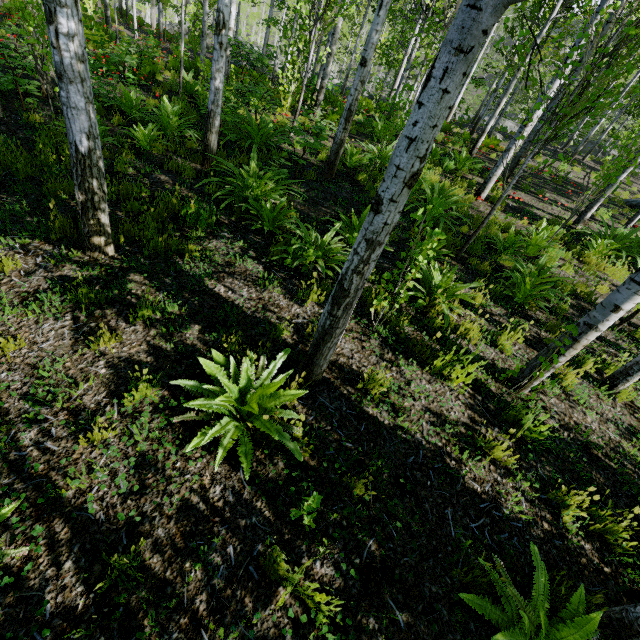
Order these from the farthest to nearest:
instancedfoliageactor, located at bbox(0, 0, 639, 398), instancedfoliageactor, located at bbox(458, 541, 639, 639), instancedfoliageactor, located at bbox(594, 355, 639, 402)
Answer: instancedfoliageactor, located at bbox(594, 355, 639, 402)
instancedfoliageactor, located at bbox(0, 0, 639, 398)
instancedfoliageactor, located at bbox(458, 541, 639, 639)

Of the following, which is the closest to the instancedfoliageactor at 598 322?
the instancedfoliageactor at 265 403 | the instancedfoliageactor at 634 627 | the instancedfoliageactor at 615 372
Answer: the instancedfoliageactor at 265 403

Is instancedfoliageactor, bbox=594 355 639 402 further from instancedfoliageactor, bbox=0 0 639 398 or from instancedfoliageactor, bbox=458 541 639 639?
instancedfoliageactor, bbox=0 0 639 398

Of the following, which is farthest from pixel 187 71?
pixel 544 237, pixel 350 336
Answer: pixel 350 336

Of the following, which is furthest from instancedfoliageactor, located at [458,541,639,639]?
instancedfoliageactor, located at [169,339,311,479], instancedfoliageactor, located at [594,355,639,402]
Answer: instancedfoliageactor, located at [169,339,311,479]

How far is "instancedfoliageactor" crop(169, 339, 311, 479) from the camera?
2.5 meters

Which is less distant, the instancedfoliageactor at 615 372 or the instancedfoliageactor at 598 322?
the instancedfoliageactor at 598 322

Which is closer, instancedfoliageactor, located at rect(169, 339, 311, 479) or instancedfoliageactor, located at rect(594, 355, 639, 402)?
instancedfoliageactor, located at rect(169, 339, 311, 479)
